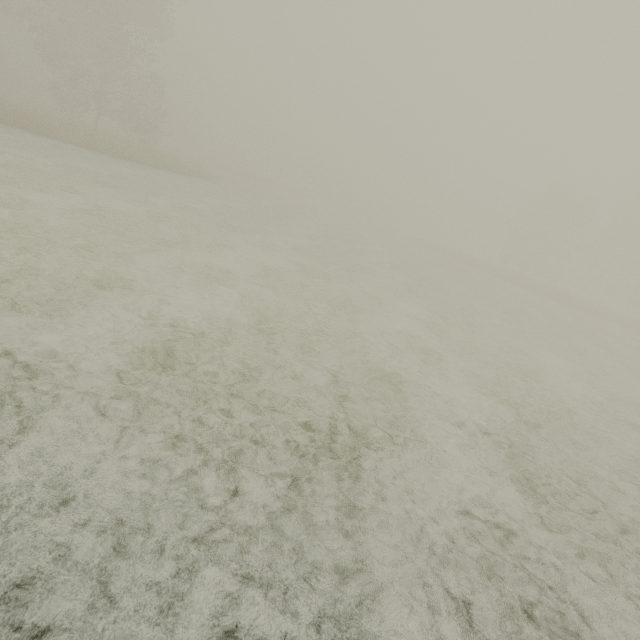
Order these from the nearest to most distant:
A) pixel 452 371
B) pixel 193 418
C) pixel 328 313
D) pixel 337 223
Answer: pixel 193 418
pixel 452 371
pixel 328 313
pixel 337 223
